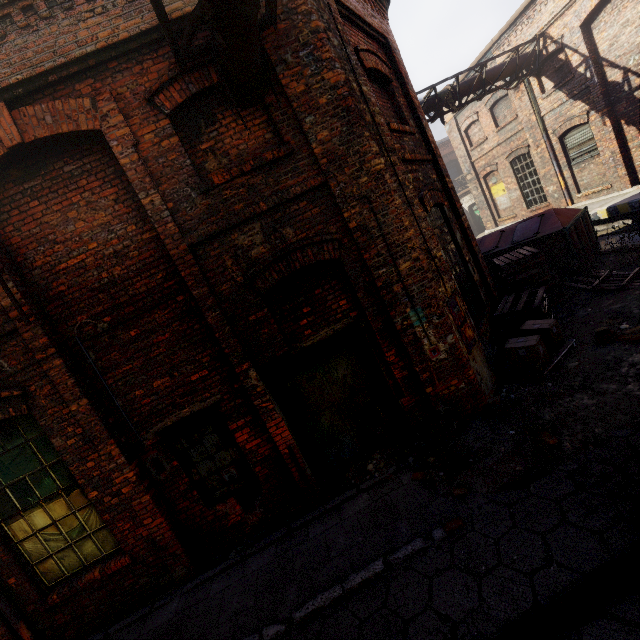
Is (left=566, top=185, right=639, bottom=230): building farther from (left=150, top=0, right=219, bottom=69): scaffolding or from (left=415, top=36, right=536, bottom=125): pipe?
(left=150, top=0, right=219, bottom=69): scaffolding

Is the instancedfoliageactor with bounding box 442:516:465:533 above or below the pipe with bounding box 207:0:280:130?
below

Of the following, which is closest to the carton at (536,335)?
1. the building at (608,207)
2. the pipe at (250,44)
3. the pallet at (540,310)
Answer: the pallet at (540,310)

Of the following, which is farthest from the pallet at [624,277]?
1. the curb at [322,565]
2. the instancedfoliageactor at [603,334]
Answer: the curb at [322,565]

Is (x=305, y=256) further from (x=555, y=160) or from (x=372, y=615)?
(x=555, y=160)

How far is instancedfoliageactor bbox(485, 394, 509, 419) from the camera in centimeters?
422cm

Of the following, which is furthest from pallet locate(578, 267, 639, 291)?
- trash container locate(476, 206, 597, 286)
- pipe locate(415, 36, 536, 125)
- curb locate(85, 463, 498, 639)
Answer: pipe locate(415, 36, 536, 125)

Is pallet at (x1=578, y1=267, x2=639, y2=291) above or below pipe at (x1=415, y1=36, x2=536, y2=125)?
below
